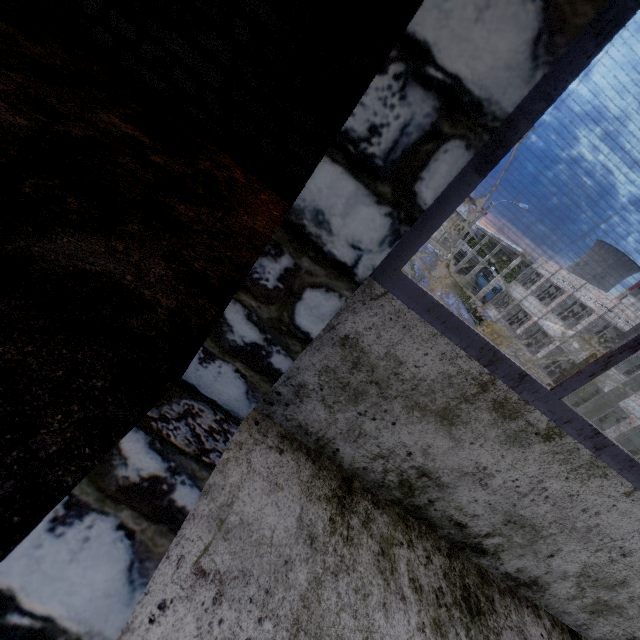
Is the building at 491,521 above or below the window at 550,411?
below

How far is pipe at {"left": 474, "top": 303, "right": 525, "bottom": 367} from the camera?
26.7 meters

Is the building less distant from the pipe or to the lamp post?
the pipe

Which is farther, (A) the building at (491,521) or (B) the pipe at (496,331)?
(B) the pipe at (496,331)

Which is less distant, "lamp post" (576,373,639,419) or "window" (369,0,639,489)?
"window" (369,0,639,489)

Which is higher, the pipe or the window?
the window

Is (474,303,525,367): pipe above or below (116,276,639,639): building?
below

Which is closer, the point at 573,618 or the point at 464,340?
the point at 464,340
